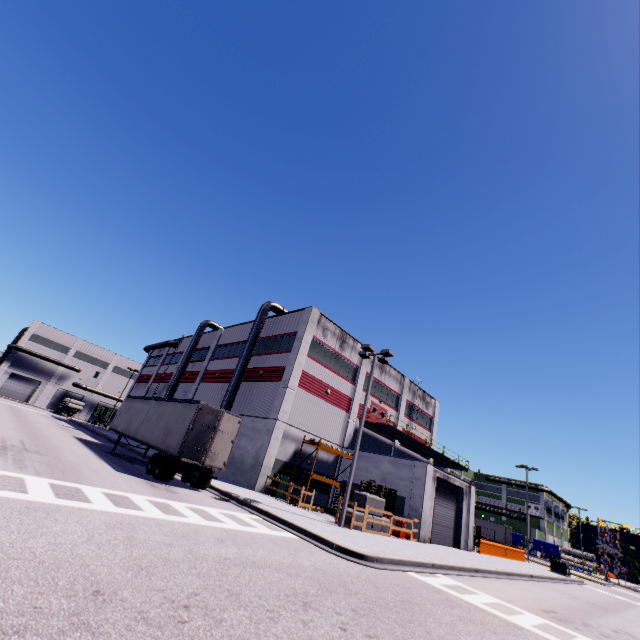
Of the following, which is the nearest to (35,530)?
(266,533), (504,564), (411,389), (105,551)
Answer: (105,551)

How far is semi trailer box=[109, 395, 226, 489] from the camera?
15.8m

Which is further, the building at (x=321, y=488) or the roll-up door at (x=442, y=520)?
the building at (x=321, y=488)

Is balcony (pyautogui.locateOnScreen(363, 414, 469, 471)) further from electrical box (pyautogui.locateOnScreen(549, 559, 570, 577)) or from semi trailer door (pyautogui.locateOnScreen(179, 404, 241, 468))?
semi trailer door (pyautogui.locateOnScreen(179, 404, 241, 468))

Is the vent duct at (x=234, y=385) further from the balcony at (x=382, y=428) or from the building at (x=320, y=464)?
the balcony at (x=382, y=428)

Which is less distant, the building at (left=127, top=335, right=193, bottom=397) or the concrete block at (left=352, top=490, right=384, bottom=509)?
the concrete block at (left=352, top=490, right=384, bottom=509)

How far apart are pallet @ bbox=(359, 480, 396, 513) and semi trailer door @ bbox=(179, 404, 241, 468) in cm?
1164

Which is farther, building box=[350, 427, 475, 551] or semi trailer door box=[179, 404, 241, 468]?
building box=[350, 427, 475, 551]
